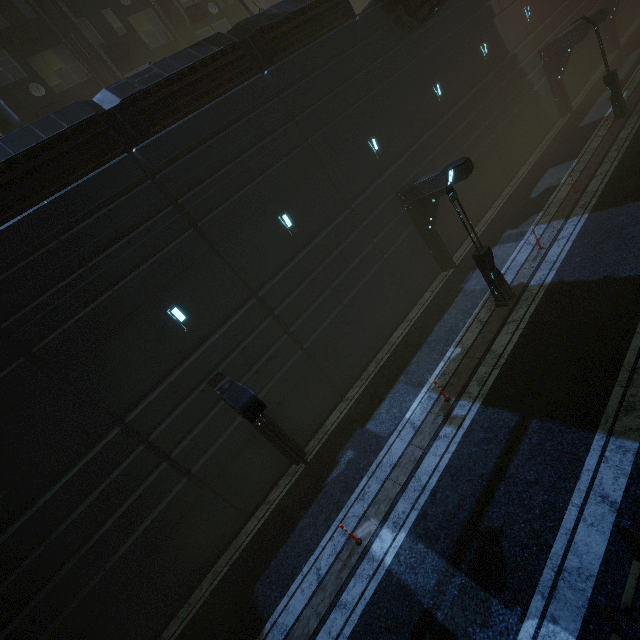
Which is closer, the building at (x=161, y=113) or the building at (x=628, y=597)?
the building at (x=628, y=597)

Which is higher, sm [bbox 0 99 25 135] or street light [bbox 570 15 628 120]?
sm [bbox 0 99 25 135]

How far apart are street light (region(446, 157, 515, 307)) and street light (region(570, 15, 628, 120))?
14.9m

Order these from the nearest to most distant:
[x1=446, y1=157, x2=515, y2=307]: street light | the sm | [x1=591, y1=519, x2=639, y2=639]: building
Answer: [x1=591, y1=519, x2=639, y2=639]: building → [x1=446, y1=157, x2=515, y2=307]: street light → the sm

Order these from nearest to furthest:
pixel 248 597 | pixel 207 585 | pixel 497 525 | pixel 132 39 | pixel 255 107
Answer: pixel 497 525 → pixel 248 597 → pixel 207 585 → pixel 255 107 → pixel 132 39

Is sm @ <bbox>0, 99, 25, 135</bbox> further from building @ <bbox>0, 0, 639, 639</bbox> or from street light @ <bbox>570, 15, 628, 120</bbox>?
street light @ <bbox>570, 15, 628, 120</bbox>

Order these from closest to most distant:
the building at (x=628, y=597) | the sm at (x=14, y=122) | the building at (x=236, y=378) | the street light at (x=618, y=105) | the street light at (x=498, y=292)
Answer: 1. the building at (x=628, y=597)
2. the building at (x=236, y=378)
3. the street light at (x=498, y=292)
4. the sm at (x=14, y=122)
5. the street light at (x=618, y=105)
